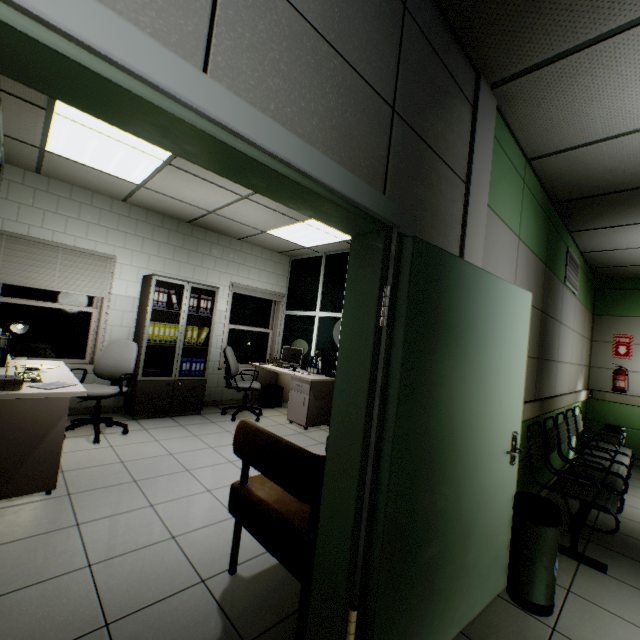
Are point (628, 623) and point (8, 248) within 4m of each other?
no

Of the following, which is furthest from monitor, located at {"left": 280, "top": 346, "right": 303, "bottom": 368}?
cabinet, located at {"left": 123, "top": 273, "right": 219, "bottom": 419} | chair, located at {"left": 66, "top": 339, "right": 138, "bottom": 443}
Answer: chair, located at {"left": 66, "top": 339, "right": 138, "bottom": 443}

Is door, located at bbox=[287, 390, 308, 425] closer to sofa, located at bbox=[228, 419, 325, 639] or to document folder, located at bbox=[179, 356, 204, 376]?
document folder, located at bbox=[179, 356, 204, 376]

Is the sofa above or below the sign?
below

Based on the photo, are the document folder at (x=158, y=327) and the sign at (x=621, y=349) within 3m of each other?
no

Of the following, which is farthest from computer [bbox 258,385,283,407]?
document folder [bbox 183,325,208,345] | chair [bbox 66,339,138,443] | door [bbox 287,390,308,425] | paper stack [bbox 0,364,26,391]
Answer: paper stack [bbox 0,364,26,391]

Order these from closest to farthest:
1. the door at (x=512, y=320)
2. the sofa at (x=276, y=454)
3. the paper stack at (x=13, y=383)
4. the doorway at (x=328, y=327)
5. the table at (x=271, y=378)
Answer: the door at (x=512, y=320) < the sofa at (x=276, y=454) < the paper stack at (x=13, y=383) < the table at (x=271, y=378) < the doorway at (x=328, y=327)

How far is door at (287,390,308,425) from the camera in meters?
5.3
